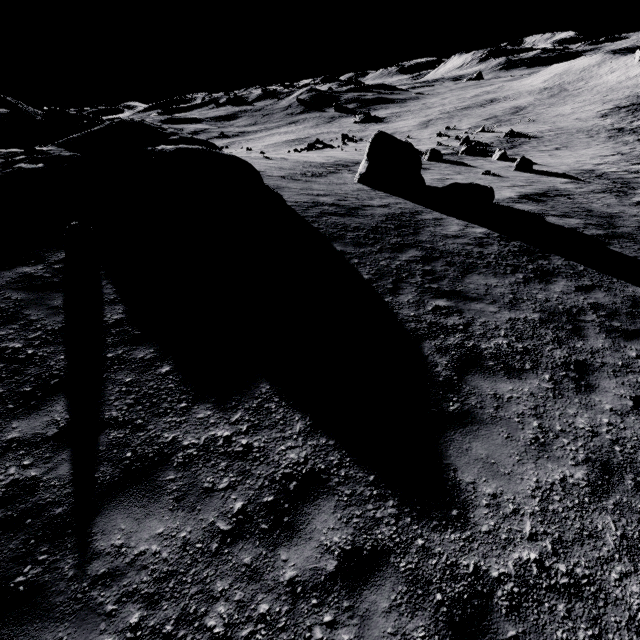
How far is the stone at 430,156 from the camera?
31.75m

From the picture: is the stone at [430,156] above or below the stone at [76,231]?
below

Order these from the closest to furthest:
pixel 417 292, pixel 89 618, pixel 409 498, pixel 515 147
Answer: pixel 89 618
pixel 409 498
pixel 417 292
pixel 515 147

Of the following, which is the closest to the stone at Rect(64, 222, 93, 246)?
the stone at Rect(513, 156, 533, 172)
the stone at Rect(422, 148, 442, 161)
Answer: the stone at Rect(422, 148, 442, 161)

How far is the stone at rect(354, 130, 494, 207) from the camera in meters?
14.8 m

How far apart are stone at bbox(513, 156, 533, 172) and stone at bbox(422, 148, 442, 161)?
6.8m

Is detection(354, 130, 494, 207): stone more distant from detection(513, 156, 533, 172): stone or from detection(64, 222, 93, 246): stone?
detection(513, 156, 533, 172): stone

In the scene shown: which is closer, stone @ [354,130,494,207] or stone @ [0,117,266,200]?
stone @ [0,117,266,200]
